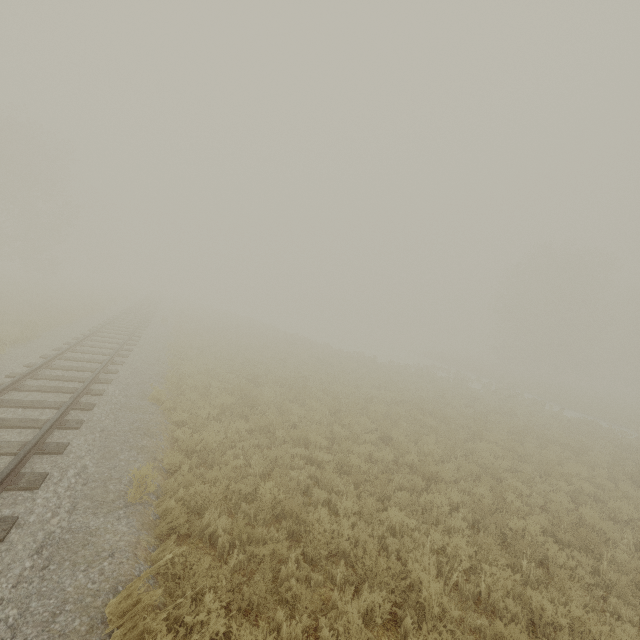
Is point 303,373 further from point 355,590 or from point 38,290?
point 38,290
